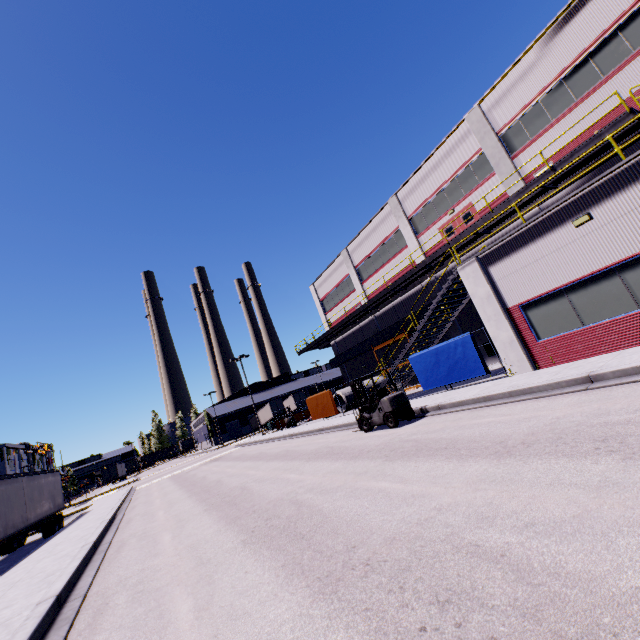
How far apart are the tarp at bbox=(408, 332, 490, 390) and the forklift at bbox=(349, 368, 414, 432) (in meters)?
3.28

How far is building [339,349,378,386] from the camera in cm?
3266

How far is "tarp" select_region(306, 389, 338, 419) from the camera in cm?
2444

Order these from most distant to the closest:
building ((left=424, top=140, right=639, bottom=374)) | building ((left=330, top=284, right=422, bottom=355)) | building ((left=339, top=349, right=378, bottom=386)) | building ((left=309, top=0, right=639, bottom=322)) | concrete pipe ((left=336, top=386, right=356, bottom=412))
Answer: building ((left=339, top=349, right=378, bottom=386))
concrete pipe ((left=336, top=386, right=356, bottom=412))
building ((left=330, top=284, right=422, bottom=355))
building ((left=309, top=0, right=639, bottom=322))
building ((left=424, top=140, right=639, bottom=374))

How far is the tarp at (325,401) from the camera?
24.4m

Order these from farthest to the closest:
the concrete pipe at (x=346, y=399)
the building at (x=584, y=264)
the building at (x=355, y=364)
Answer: the building at (x=355, y=364) < the concrete pipe at (x=346, y=399) < the building at (x=584, y=264)

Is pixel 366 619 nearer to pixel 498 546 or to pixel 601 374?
pixel 498 546

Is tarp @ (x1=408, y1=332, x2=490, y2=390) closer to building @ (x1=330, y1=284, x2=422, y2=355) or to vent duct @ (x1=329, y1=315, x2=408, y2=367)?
building @ (x1=330, y1=284, x2=422, y2=355)
